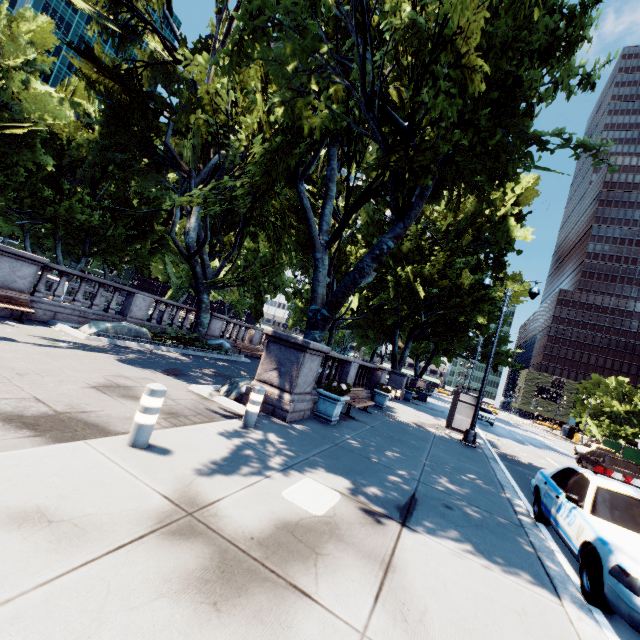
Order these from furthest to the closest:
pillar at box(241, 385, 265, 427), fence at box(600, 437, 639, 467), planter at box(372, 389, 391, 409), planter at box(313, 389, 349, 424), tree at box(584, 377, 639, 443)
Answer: tree at box(584, 377, 639, 443), fence at box(600, 437, 639, 467), planter at box(372, 389, 391, 409), planter at box(313, 389, 349, 424), pillar at box(241, 385, 265, 427)

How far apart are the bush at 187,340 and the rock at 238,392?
6.4 meters

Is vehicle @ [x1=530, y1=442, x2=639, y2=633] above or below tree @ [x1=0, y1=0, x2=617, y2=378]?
below

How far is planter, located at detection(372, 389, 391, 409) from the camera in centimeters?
1595cm

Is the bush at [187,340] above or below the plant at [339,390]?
below

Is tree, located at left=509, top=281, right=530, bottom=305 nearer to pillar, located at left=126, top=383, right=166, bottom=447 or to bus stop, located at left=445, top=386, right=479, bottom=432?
bus stop, located at left=445, top=386, right=479, bottom=432

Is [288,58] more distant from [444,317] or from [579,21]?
[444,317]

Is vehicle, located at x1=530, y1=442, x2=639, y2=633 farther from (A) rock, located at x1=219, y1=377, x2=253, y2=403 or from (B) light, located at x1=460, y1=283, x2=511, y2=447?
(A) rock, located at x1=219, y1=377, x2=253, y2=403
